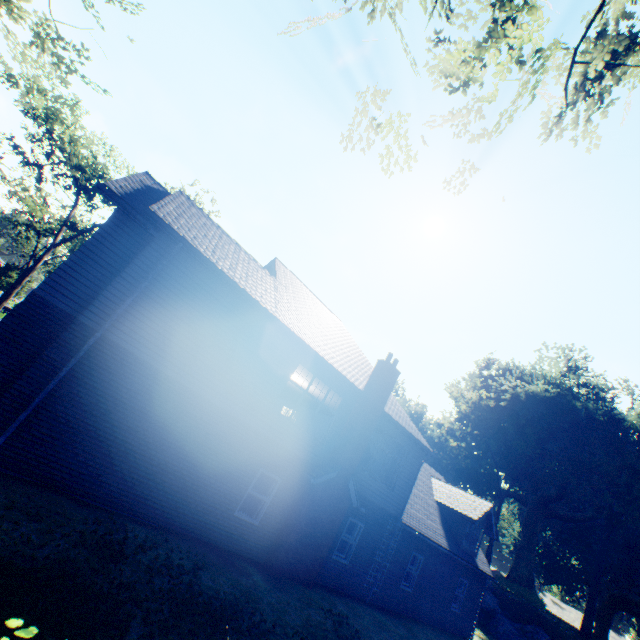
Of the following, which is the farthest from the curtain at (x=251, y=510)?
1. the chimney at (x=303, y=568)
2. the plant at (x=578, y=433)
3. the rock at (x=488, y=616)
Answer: the rock at (x=488, y=616)

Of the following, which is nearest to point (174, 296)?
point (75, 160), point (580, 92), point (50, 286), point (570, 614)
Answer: point (50, 286)

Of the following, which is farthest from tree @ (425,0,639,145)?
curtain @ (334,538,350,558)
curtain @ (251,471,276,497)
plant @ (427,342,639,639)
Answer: curtain @ (334,538,350,558)

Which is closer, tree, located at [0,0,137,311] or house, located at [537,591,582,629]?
tree, located at [0,0,137,311]

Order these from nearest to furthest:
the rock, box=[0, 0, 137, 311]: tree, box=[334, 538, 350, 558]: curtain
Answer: box=[0, 0, 137, 311]: tree, box=[334, 538, 350, 558]: curtain, the rock

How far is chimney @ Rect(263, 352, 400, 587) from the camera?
10.99m

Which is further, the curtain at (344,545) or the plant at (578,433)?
the plant at (578,433)

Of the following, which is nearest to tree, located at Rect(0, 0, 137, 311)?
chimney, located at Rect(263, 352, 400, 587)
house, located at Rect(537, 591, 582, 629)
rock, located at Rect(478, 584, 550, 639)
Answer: chimney, located at Rect(263, 352, 400, 587)
